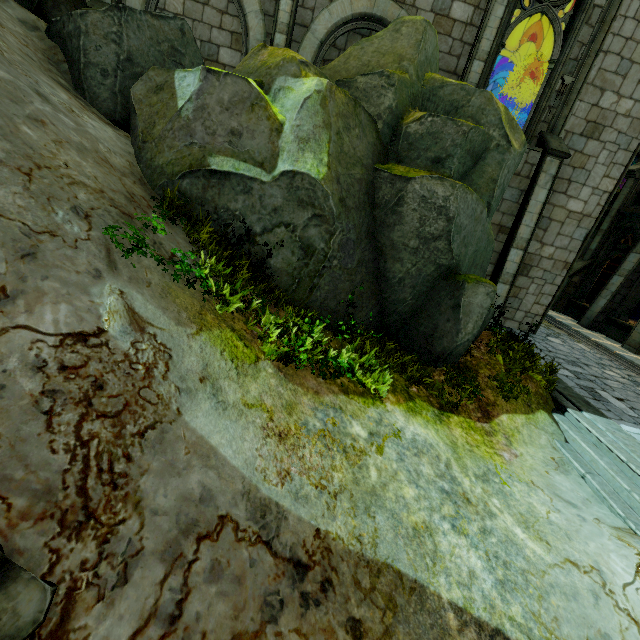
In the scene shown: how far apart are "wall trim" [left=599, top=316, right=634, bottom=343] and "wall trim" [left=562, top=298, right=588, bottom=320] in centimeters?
59cm

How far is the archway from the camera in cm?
1133

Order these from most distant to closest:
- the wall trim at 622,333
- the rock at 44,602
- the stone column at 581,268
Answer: the stone column at 581,268
the wall trim at 622,333
the rock at 44,602

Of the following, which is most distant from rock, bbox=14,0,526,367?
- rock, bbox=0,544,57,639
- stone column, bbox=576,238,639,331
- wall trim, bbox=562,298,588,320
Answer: wall trim, bbox=562,298,588,320

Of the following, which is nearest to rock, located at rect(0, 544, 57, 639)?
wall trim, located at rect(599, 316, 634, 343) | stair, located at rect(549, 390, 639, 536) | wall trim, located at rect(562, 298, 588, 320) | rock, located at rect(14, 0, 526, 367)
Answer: rock, located at rect(14, 0, 526, 367)

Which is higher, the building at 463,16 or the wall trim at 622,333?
the building at 463,16

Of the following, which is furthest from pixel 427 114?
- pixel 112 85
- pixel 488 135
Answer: pixel 112 85

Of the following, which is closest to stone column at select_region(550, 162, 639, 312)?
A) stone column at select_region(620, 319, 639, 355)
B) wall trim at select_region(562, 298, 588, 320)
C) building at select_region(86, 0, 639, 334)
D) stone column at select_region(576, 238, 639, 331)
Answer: wall trim at select_region(562, 298, 588, 320)
